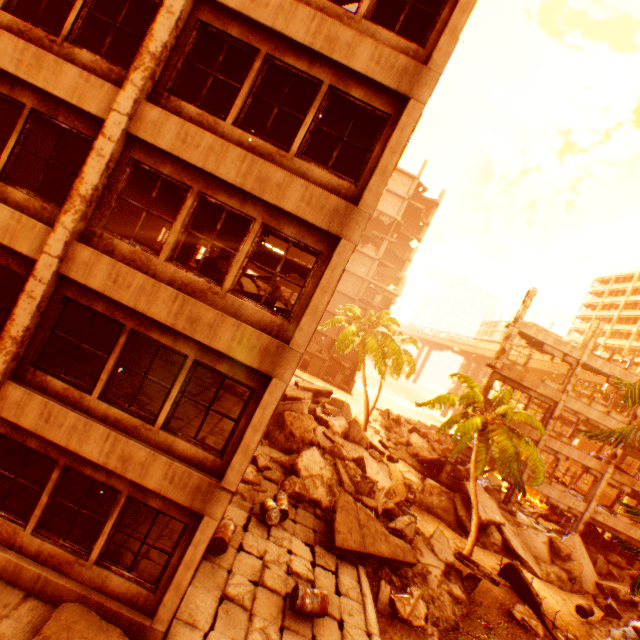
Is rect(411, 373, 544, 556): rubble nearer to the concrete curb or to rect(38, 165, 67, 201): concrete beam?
Answer: the concrete curb

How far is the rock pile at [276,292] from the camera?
15.46m

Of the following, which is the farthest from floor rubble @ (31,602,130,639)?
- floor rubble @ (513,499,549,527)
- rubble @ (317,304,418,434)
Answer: floor rubble @ (513,499,549,527)

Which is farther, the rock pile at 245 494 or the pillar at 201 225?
the pillar at 201 225

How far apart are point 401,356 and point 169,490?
24.62m

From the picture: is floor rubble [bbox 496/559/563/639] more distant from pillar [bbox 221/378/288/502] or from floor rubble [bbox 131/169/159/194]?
floor rubble [bbox 131/169/159/194]

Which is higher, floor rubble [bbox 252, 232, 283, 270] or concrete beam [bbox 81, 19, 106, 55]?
concrete beam [bbox 81, 19, 106, 55]

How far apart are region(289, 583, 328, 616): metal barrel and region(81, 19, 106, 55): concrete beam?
15.24m
